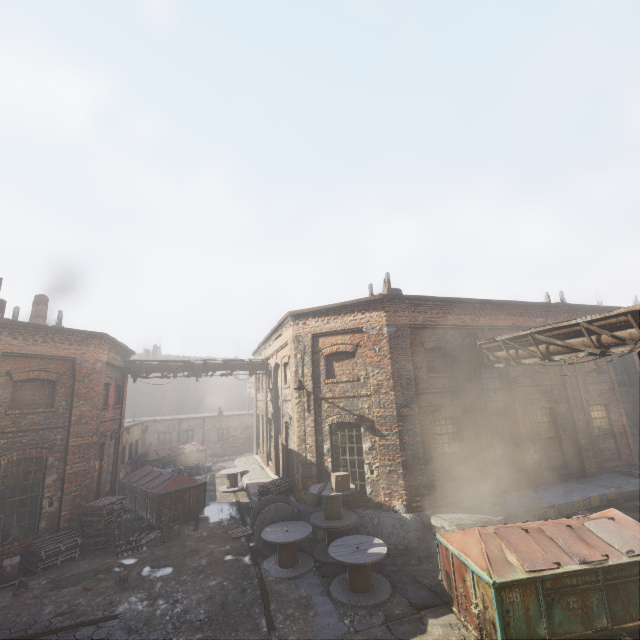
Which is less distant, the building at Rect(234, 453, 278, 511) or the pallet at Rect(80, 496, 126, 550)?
the pallet at Rect(80, 496, 126, 550)

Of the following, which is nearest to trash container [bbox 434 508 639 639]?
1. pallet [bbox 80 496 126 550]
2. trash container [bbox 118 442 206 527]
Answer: trash container [bbox 118 442 206 527]

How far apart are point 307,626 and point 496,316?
12.5 meters

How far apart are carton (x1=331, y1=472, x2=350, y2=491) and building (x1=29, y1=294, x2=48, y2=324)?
15.6m

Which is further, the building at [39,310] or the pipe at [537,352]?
the building at [39,310]

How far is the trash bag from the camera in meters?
21.3

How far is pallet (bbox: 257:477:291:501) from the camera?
12.91m

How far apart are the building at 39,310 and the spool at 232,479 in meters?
11.6
